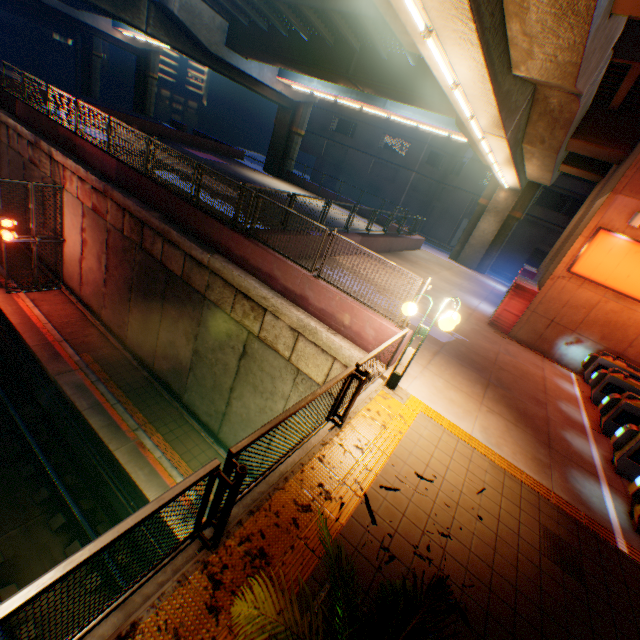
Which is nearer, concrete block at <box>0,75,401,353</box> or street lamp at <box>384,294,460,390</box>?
street lamp at <box>384,294,460,390</box>

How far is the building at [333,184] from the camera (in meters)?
42.12

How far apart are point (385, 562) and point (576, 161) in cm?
2226

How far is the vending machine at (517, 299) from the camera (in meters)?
12.54

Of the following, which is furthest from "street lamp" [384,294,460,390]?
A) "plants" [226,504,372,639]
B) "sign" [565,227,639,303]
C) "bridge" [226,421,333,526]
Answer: "sign" [565,227,639,303]

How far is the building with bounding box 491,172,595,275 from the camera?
29.7 meters

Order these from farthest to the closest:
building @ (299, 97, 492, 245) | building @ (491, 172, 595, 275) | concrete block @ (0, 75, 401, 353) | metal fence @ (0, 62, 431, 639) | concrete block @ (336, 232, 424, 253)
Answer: building @ (299, 97, 492, 245) → building @ (491, 172, 595, 275) → concrete block @ (336, 232, 424, 253) → concrete block @ (0, 75, 401, 353) → metal fence @ (0, 62, 431, 639)

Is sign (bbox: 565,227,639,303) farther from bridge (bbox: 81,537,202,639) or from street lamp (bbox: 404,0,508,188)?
bridge (bbox: 81,537,202,639)
